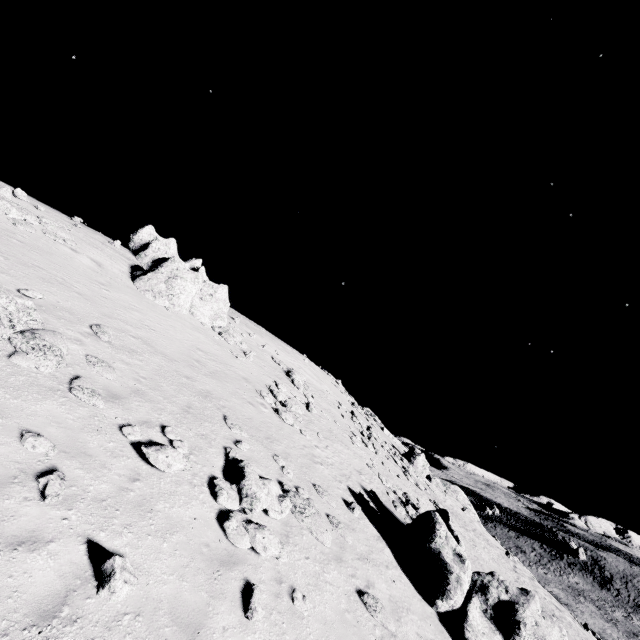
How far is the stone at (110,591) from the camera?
5.0 meters

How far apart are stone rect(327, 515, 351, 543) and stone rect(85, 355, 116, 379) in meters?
8.7

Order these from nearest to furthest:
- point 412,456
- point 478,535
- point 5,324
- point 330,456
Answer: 1. point 5,324
2. point 330,456
3. point 478,535
4. point 412,456

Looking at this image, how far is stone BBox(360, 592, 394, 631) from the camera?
8.8m

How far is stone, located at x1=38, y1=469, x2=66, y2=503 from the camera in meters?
5.7

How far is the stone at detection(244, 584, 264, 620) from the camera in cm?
635

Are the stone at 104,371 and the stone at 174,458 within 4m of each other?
yes

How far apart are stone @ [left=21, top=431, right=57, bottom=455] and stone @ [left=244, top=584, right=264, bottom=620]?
4.95m
